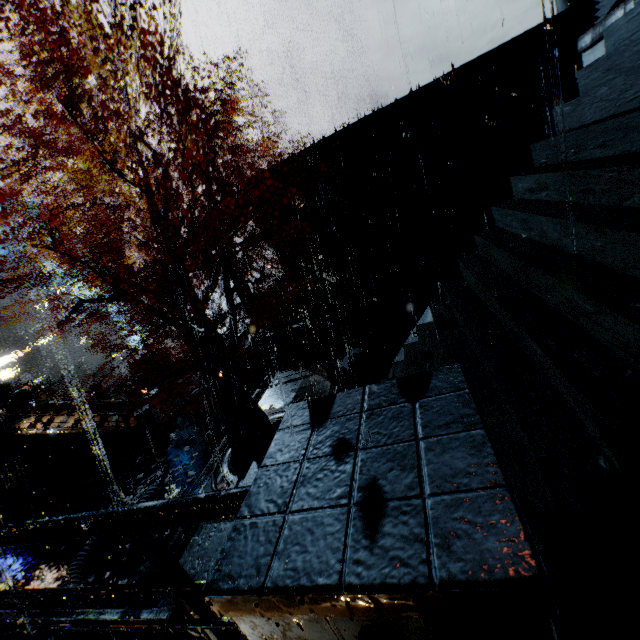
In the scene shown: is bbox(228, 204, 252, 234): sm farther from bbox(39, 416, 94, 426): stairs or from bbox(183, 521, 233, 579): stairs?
bbox(183, 521, 233, 579): stairs

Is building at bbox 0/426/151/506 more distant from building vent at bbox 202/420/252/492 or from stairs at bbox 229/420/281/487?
building vent at bbox 202/420/252/492

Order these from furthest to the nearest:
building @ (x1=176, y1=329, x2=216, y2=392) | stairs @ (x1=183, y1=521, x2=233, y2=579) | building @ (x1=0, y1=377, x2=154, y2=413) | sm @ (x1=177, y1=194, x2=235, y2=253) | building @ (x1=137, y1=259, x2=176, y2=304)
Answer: building @ (x1=0, y1=377, x2=154, y2=413)
building @ (x1=176, y1=329, x2=216, y2=392)
sm @ (x1=177, y1=194, x2=235, y2=253)
building @ (x1=137, y1=259, x2=176, y2=304)
stairs @ (x1=183, y1=521, x2=233, y2=579)

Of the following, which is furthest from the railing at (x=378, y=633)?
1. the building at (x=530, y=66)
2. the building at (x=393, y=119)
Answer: the building at (x=530, y=66)

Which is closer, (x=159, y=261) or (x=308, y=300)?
(x=159, y=261)

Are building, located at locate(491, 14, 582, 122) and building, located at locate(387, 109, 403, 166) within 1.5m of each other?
no

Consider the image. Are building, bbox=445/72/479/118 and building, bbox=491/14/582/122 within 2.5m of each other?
yes

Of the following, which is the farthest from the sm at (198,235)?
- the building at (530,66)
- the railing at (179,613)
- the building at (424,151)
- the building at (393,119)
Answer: the railing at (179,613)
